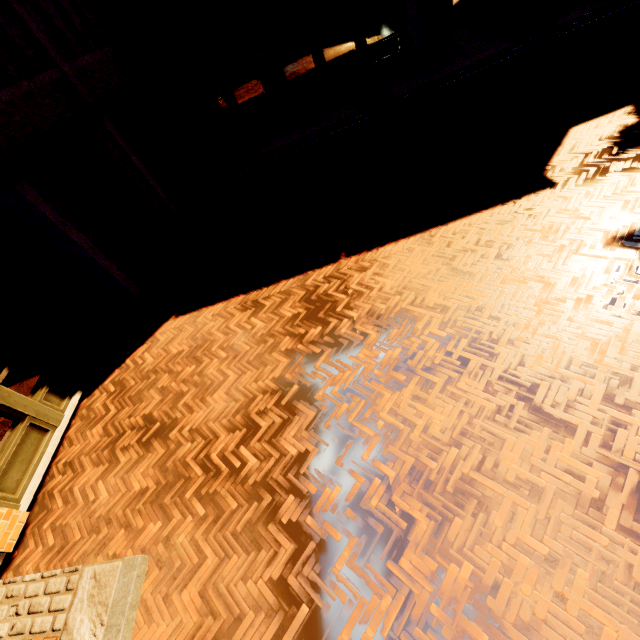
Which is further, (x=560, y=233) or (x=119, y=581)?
(x=560, y=233)

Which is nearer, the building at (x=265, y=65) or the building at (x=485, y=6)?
the building at (x=265, y=65)

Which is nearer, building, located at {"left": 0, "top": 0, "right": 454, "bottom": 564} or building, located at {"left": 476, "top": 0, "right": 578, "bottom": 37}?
building, located at {"left": 0, "top": 0, "right": 454, "bottom": 564}
